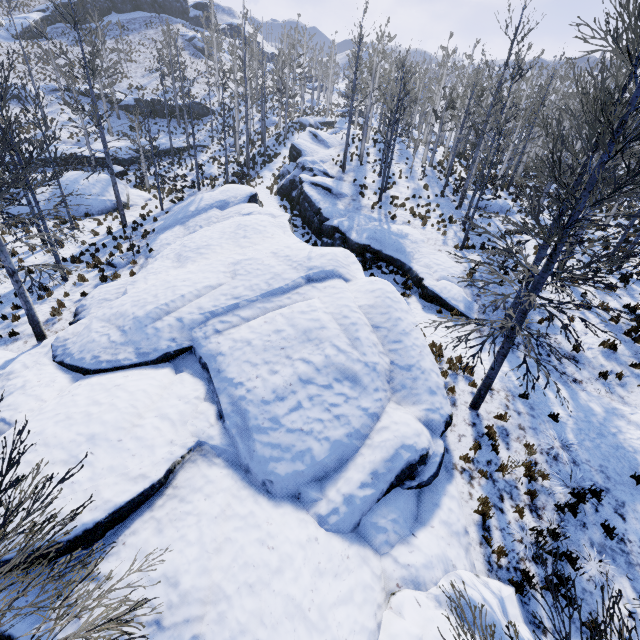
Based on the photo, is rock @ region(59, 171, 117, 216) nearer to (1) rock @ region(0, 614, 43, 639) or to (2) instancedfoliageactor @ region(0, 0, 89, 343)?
(2) instancedfoliageactor @ region(0, 0, 89, 343)

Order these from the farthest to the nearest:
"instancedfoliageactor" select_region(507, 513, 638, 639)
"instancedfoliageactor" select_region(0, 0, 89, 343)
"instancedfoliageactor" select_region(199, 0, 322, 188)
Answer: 1. "instancedfoliageactor" select_region(199, 0, 322, 188)
2. "instancedfoliageactor" select_region(0, 0, 89, 343)
3. "instancedfoliageactor" select_region(507, 513, 638, 639)

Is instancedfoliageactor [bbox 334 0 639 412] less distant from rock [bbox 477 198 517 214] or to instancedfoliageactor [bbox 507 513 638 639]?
rock [bbox 477 198 517 214]

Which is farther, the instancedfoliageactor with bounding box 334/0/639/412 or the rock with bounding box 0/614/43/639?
the instancedfoliageactor with bounding box 334/0/639/412

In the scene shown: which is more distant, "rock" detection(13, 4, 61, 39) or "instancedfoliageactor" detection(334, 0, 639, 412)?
"rock" detection(13, 4, 61, 39)

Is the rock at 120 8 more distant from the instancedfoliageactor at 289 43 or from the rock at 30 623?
the rock at 30 623

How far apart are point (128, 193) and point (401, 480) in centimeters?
2770cm

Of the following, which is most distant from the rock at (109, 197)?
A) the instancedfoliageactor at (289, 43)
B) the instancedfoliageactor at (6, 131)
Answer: the instancedfoliageactor at (289, 43)
